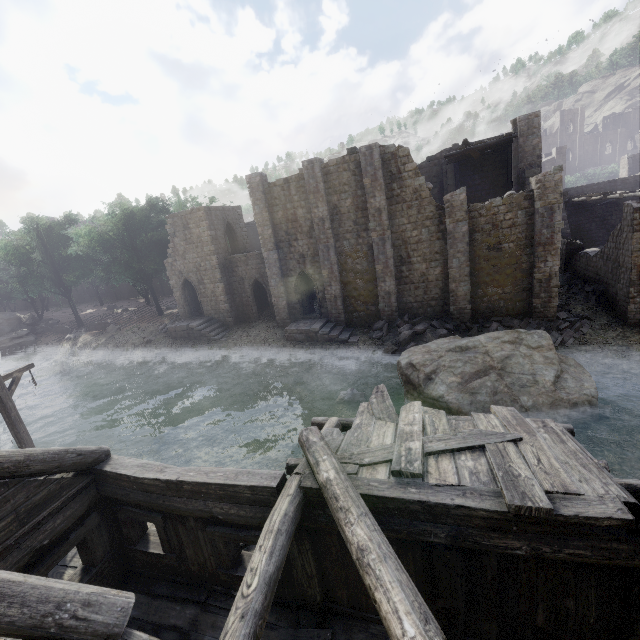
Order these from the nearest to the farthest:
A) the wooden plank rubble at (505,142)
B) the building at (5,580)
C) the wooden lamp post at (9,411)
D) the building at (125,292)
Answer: the building at (5,580)
the wooden lamp post at (9,411)
the wooden plank rubble at (505,142)
the building at (125,292)

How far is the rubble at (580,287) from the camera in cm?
2268

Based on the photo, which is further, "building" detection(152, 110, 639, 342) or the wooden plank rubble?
the wooden plank rubble

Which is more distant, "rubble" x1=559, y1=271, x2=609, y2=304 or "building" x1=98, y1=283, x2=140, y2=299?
"building" x1=98, y1=283, x2=140, y2=299

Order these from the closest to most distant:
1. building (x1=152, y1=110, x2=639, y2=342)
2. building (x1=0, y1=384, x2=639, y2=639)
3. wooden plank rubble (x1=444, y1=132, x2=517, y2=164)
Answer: building (x1=0, y1=384, x2=639, y2=639) < building (x1=152, y1=110, x2=639, y2=342) < wooden plank rubble (x1=444, y1=132, x2=517, y2=164)

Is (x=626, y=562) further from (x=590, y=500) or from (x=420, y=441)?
(x=420, y=441)

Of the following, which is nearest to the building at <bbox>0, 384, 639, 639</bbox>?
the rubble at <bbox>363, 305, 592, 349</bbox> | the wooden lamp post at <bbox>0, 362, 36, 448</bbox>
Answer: the rubble at <bbox>363, 305, 592, 349</bbox>

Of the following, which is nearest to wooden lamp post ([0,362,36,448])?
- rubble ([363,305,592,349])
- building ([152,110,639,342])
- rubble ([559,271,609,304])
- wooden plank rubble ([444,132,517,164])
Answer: building ([152,110,639,342])
